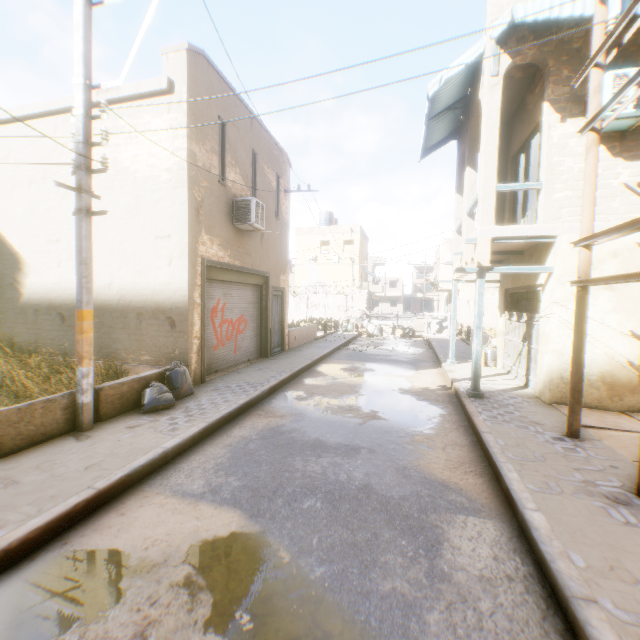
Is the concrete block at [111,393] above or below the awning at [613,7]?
below

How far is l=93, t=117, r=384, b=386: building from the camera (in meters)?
8.06

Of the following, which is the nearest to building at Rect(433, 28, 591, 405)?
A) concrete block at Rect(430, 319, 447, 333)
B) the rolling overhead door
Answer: the rolling overhead door

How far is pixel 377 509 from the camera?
3.8m

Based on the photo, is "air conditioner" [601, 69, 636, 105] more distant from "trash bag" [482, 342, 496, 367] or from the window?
"trash bag" [482, 342, 496, 367]

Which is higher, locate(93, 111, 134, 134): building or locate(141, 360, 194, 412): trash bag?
locate(93, 111, 134, 134): building

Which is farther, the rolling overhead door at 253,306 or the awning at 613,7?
the rolling overhead door at 253,306

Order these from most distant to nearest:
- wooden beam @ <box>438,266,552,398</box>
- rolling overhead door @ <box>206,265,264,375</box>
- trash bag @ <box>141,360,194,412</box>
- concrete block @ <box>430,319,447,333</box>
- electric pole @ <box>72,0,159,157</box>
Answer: concrete block @ <box>430,319,447,333</box> < rolling overhead door @ <box>206,265,264,375</box> < wooden beam @ <box>438,266,552,398</box> < trash bag @ <box>141,360,194,412</box> < electric pole @ <box>72,0,159,157</box>
